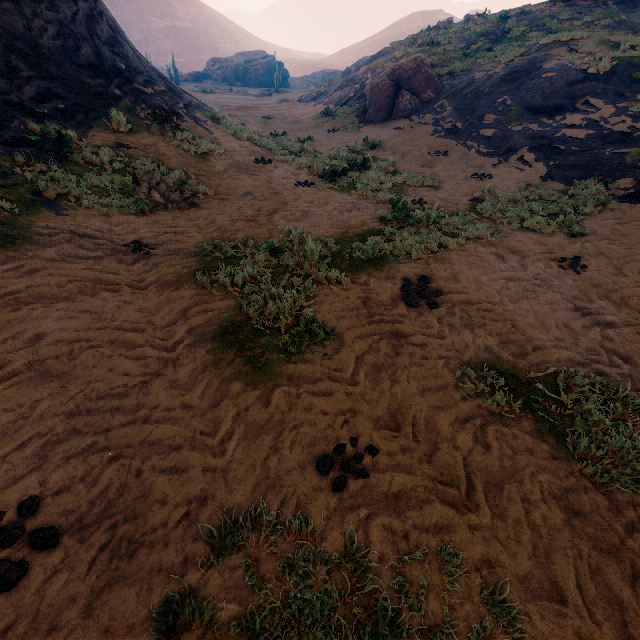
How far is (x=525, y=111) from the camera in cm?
1216

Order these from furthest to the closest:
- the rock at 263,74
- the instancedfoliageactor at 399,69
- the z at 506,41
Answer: the rock at 263,74
the instancedfoliageactor at 399,69
the z at 506,41

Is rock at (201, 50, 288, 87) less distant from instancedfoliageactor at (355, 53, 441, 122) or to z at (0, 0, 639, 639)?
z at (0, 0, 639, 639)

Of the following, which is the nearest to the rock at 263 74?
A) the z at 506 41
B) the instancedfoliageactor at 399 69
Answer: the z at 506 41

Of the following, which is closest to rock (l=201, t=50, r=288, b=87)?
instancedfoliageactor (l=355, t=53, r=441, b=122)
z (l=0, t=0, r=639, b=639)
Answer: z (l=0, t=0, r=639, b=639)

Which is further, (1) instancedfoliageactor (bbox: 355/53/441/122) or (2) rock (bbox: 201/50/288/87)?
(2) rock (bbox: 201/50/288/87)

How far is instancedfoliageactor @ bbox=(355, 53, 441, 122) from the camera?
15.9m
